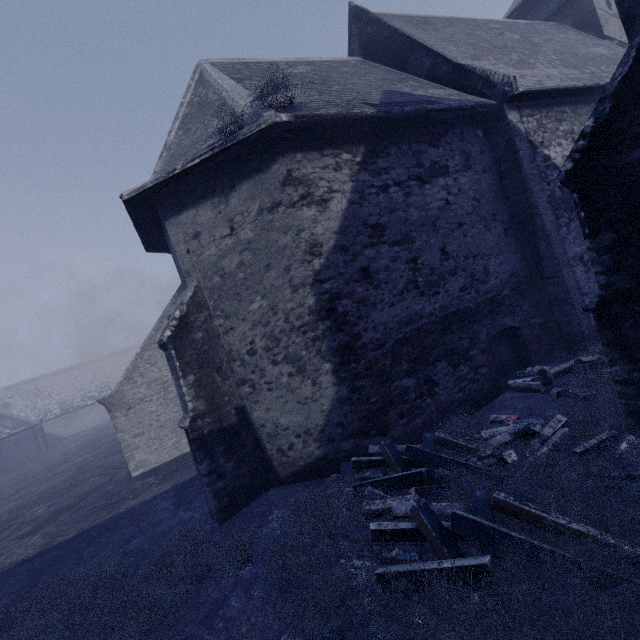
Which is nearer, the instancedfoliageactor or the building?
the instancedfoliageactor

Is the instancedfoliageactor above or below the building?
below

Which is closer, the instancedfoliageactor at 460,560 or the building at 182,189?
the instancedfoliageactor at 460,560

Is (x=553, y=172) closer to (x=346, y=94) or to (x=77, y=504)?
(x=346, y=94)

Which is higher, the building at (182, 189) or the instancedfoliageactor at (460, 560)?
the building at (182, 189)
